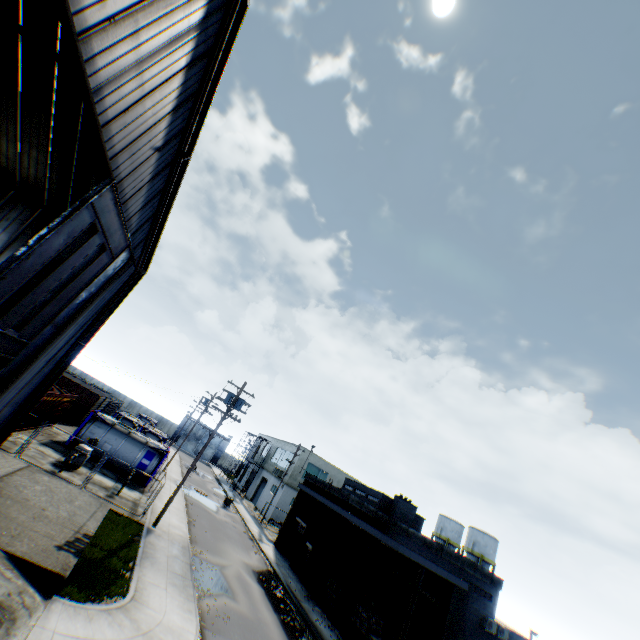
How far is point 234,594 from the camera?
17.02m

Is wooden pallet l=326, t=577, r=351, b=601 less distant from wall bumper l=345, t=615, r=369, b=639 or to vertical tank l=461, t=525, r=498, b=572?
wall bumper l=345, t=615, r=369, b=639

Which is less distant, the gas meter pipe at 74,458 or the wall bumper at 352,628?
the wall bumper at 352,628

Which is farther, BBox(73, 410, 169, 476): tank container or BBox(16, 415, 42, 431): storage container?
BBox(73, 410, 169, 476): tank container

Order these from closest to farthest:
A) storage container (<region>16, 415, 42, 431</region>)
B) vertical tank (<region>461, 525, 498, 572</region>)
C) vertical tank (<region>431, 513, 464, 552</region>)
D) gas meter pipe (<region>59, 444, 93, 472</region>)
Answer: gas meter pipe (<region>59, 444, 93, 472</region>), storage container (<region>16, 415, 42, 431</region>), vertical tank (<region>461, 525, 498, 572</region>), vertical tank (<region>431, 513, 464, 552</region>)

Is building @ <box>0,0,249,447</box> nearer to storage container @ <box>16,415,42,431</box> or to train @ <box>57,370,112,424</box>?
storage container @ <box>16,415,42,431</box>

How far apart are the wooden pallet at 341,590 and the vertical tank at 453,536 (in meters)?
35.58

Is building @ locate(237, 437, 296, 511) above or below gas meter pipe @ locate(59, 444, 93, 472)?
above
